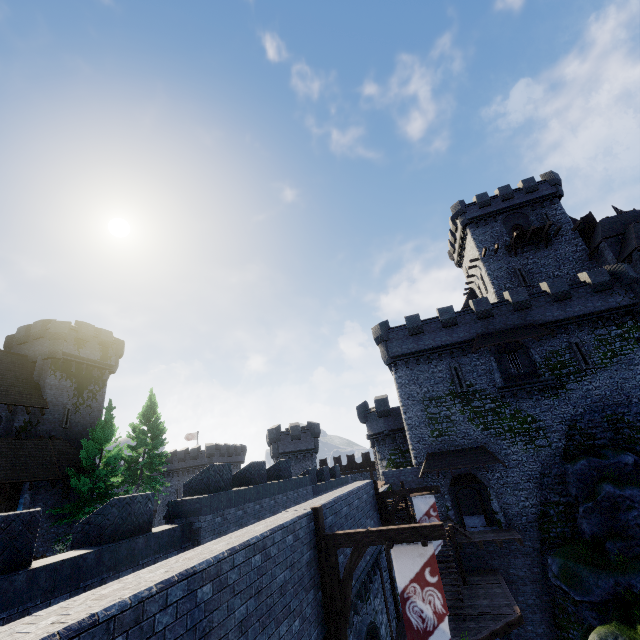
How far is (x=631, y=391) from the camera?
23.5m

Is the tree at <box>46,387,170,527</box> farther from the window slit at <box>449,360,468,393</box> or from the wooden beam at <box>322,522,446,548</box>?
the window slit at <box>449,360,468,393</box>

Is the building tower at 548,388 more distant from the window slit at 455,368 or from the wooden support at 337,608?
the wooden support at 337,608

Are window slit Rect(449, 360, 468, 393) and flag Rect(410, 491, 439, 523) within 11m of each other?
no

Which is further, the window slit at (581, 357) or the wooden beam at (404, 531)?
the window slit at (581, 357)

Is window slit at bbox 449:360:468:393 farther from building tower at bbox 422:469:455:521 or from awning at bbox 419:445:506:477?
awning at bbox 419:445:506:477

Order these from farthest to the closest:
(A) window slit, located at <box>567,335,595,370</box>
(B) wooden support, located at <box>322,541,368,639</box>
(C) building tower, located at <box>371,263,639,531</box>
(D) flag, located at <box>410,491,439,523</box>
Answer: (A) window slit, located at <box>567,335,595,370</box> < (C) building tower, located at <box>371,263,639,531</box> < (D) flag, located at <box>410,491,439,523</box> < (B) wooden support, located at <box>322,541,368,639</box>

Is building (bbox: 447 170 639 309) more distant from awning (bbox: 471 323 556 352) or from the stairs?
the stairs
